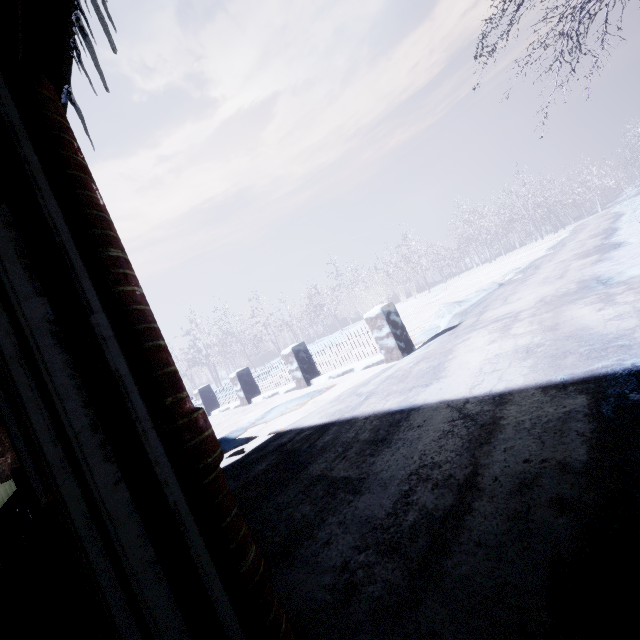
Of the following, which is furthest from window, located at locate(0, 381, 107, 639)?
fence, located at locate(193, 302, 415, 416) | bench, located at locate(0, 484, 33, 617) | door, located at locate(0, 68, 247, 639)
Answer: fence, located at locate(193, 302, 415, 416)

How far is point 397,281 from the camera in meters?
32.5

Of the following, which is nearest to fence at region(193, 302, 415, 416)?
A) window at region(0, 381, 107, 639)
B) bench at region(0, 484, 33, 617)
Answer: window at region(0, 381, 107, 639)

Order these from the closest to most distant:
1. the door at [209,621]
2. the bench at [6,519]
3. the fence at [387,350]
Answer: the door at [209,621] < the bench at [6,519] < the fence at [387,350]

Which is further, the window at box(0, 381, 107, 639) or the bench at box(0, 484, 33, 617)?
the bench at box(0, 484, 33, 617)

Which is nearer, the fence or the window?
the window

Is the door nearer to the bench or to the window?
the window

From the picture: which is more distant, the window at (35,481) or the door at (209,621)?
the window at (35,481)
